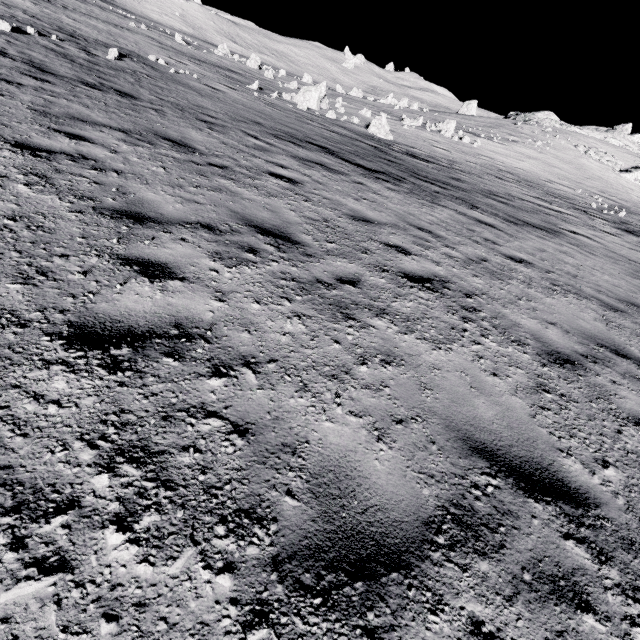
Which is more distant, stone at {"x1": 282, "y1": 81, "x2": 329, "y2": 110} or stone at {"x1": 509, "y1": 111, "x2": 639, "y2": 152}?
stone at {"x1": 509, "y1": 111, "x2": 639, "y2": 152}

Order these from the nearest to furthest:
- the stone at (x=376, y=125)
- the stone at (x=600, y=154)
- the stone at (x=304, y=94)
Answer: the stone at (x=376, y=125), the stone at (x=304, y=94), the stone at (x=600, y=154)

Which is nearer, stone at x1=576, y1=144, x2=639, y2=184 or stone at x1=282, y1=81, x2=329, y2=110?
stone at x1=282, y1=81, x2=329, y2=110

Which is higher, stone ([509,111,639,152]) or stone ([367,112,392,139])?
stone ([509,111,639,152])

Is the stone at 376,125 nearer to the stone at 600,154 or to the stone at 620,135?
the stone at 600,154

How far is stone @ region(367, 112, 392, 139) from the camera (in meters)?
21.20

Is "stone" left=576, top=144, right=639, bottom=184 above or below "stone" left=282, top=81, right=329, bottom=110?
above

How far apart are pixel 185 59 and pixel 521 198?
24.00m
